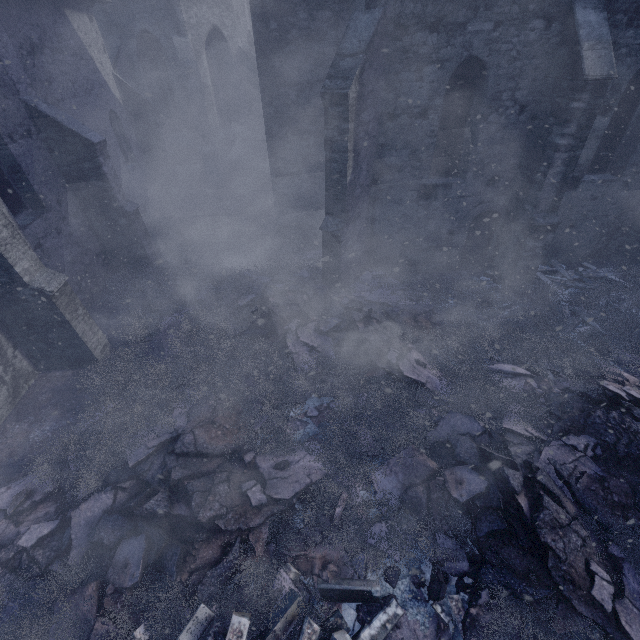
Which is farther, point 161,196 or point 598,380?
point 161,196

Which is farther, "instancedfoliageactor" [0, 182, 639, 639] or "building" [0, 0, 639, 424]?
"building" [0, 0, 639, 424]

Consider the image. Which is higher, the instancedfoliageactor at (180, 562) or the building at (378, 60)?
the building at (378, 60)

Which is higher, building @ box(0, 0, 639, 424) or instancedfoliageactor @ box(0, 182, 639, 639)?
building @ box(0, 0, 639, 424)

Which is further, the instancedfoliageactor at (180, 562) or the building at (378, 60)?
the building at (378, 60)
